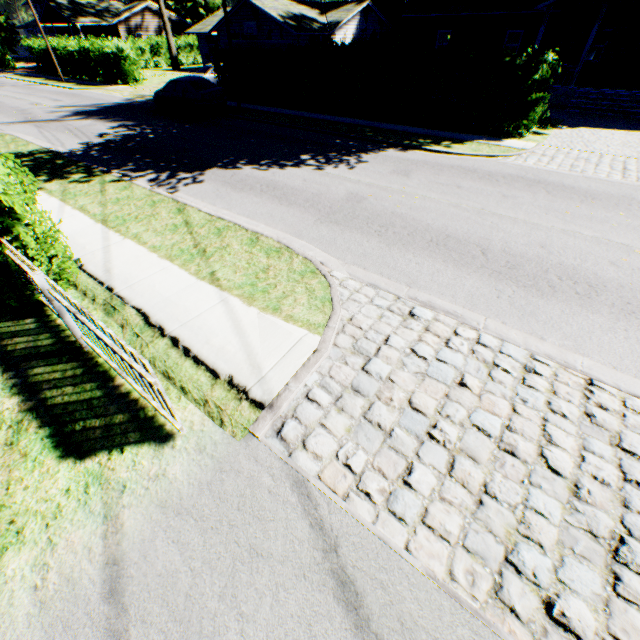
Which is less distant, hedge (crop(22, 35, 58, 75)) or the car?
the car

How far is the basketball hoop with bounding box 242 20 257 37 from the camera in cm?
2785

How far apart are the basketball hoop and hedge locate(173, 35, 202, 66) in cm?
2091

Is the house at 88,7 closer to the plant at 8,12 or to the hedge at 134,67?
the hedge at 134,67

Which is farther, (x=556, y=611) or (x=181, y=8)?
(x=181, y=8)

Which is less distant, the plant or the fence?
the fence

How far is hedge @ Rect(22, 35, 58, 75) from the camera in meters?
32.9 m

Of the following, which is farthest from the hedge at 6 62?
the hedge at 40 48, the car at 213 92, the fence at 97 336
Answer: the fence at 97 336
